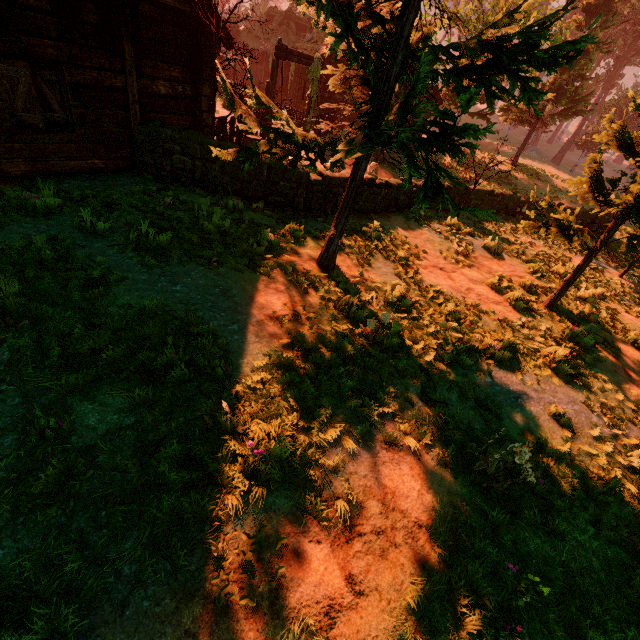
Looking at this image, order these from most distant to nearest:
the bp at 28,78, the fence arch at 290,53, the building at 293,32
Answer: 1. the building at 293,32
2. the fence arch at 290,53
3. the bp at 28,78

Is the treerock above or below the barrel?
above

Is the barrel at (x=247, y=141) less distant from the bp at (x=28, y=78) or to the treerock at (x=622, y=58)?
the treerock at (x=622, y=58)

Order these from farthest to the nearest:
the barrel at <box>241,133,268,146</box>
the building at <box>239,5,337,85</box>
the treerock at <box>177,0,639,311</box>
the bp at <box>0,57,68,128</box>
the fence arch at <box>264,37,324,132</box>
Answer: the building at <box>239,5,337,85</box> → the fence arch at <box>264,37,324,132</box> → the barrel at <box>241,133,268,146</box> → the bp at <box>0,57,68,128</box> → the treerock at <box>177,0,639,311</box>

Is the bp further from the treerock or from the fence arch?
the fence arch

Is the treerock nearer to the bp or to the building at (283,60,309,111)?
the building at (283,60,309,111)

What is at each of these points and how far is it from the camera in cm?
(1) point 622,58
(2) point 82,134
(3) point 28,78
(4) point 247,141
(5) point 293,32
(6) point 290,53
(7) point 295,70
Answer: (1) treerock, 3325
(2) building, 741
(3) bp, 621
(4) barrel, 1071
(5) building, 2847
(6) fence arch, 1303
(7) building, 2600

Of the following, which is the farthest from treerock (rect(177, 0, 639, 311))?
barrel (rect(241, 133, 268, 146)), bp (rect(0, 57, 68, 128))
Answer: bp (rect(0, 57, 68, 128))
